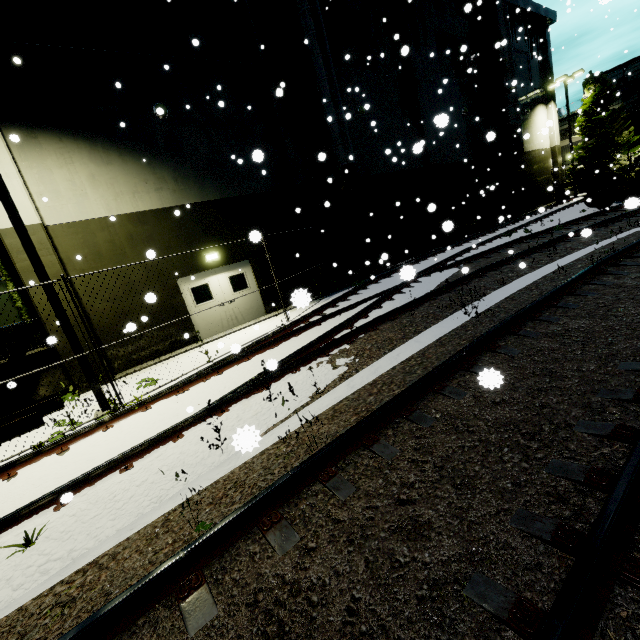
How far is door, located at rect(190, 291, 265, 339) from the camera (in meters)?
12.42

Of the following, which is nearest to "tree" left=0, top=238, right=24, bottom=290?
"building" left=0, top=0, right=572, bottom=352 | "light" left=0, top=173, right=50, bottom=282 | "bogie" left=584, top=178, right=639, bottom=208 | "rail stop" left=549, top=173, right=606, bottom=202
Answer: "building" left=0, top=0, right=572, bottom=352

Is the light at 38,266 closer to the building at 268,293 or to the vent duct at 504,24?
the building at 268,293

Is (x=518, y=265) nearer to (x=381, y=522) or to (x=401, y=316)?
(x=401, y=316)

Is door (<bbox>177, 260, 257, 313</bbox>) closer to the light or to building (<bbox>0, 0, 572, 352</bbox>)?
building (<bbox>0, 0, 572, 352</bbox>)

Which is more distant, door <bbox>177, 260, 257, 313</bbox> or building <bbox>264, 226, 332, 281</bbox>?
building <bbox>264, 226, 332, 281</bbox>

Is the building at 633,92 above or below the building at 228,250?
above

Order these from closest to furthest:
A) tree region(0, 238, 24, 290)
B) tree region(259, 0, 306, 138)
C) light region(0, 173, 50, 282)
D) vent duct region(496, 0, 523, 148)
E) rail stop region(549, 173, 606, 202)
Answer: light region(0, 173, 50, 282) → tree region(0, 238, 24, 290) → tree region(259, 0, 306, 138) → vent duct region(496, 0, 523, 148) → rail stop region(549, 173, 606, 202)
